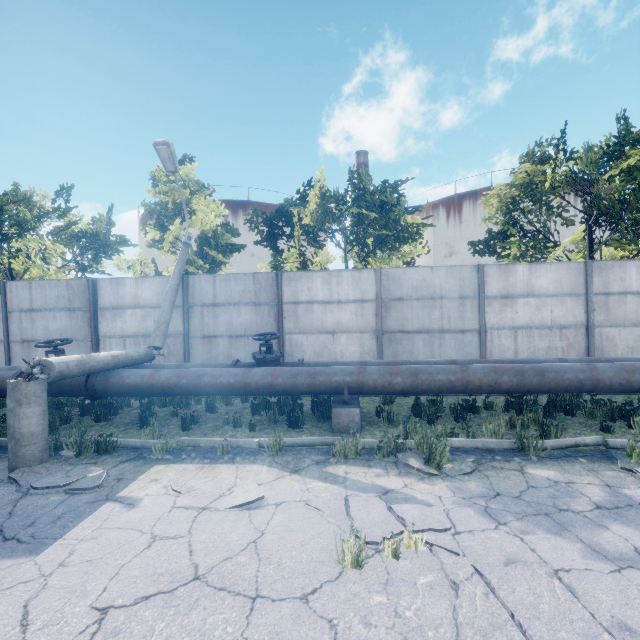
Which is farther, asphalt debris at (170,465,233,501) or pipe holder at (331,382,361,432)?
pipe holder at (331,382,361,432)

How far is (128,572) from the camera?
2.94m

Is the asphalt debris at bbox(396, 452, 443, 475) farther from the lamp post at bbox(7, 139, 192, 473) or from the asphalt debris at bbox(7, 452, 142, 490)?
the lamp post at bbox(7, 139, 192, 473)

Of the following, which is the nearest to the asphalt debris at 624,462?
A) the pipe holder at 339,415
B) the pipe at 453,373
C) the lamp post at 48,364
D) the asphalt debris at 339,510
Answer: the asphalt debris at 339,510

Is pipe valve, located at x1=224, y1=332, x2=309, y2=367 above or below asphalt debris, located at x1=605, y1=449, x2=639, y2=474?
above

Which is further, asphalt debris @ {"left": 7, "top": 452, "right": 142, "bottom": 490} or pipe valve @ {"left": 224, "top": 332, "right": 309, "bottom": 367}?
pipe valve @ {"left": 224, "top": 332, "right": 309, "bottom": 367}

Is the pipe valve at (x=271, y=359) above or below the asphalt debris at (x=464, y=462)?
above

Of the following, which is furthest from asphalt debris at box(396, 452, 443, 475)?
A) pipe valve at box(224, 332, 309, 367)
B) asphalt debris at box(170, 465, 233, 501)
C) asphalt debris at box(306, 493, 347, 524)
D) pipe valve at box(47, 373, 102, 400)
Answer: pipe valve at box(47, 373, 102, 400)
